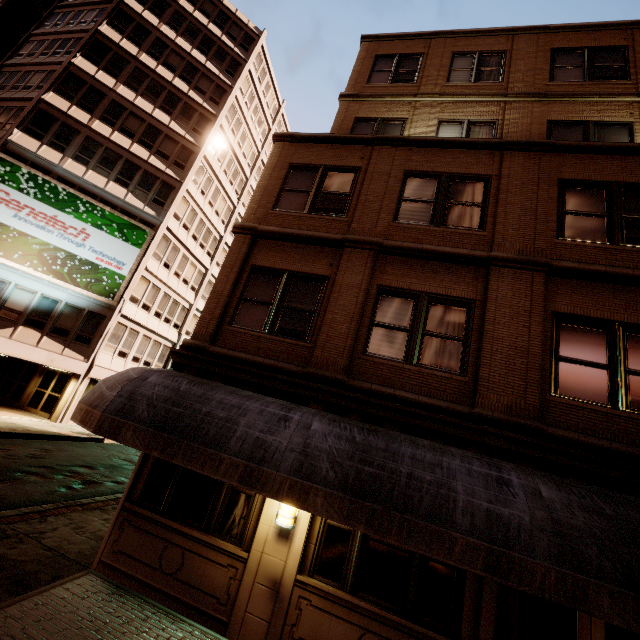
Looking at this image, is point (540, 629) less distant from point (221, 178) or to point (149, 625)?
point (149, 625)

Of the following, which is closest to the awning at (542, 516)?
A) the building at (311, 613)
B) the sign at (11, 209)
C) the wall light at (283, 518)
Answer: the building at (311, 613)

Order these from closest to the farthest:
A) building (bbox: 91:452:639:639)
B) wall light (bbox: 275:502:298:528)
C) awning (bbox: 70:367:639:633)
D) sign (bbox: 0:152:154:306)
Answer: awning (bbox: 70:367:639:633) → building (bbox: 91:452:639:639) → wall light (bbox: 275:502:298:528) → sign (bbox: 0:152:154:306)

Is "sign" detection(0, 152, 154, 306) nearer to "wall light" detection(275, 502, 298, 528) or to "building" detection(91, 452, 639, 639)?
"building" detection(91, 452, 639, 639)

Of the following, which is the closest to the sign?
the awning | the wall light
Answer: the awning

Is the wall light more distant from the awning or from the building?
the awning

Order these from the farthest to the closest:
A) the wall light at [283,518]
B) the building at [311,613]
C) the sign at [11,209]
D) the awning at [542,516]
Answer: the sign at [11,209] < the wall light at [283,518] < the building at [311,613] < the awning at [542,516]
